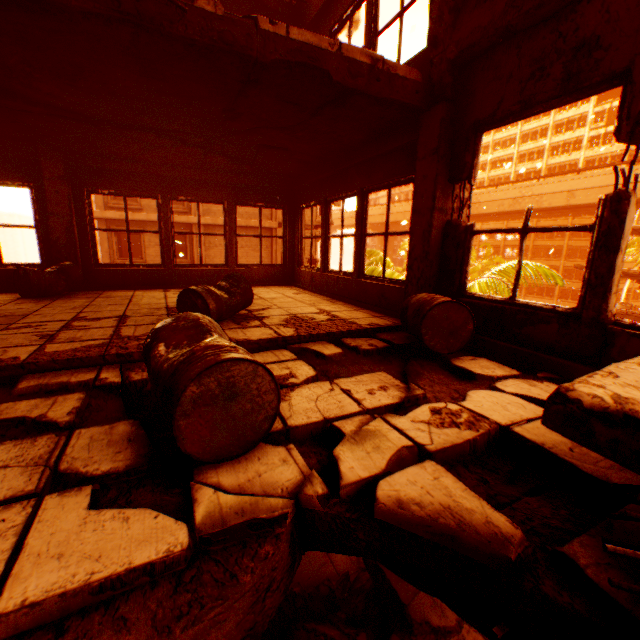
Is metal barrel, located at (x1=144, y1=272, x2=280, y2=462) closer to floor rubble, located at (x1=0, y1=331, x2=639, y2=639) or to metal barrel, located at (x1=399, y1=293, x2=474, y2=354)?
floor rubble, located at (x1=0, y1=331, x2=639, y2=639)

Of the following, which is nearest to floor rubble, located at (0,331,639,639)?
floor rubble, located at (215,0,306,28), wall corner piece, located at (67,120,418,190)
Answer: wall corner piece, located at (67,120,418,190)

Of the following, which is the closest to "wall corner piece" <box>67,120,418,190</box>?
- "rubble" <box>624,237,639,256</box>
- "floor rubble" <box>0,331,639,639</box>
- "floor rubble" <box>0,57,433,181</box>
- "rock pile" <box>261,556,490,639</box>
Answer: "floor rubble" <box>0,57,433,181</box>

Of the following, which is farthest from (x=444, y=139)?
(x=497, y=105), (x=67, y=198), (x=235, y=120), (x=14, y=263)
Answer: (x=14, y=263)

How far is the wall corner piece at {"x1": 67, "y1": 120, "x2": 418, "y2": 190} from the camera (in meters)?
4.43

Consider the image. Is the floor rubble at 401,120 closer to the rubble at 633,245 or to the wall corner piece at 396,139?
the wall corner piece at 396,139

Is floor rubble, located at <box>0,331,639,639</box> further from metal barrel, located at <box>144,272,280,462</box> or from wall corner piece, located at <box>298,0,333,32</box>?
wall corner piece, located at <box>298,0,333,32</box>

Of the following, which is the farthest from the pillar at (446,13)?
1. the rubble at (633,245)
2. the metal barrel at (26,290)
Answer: the metal barrel at (26,290)
